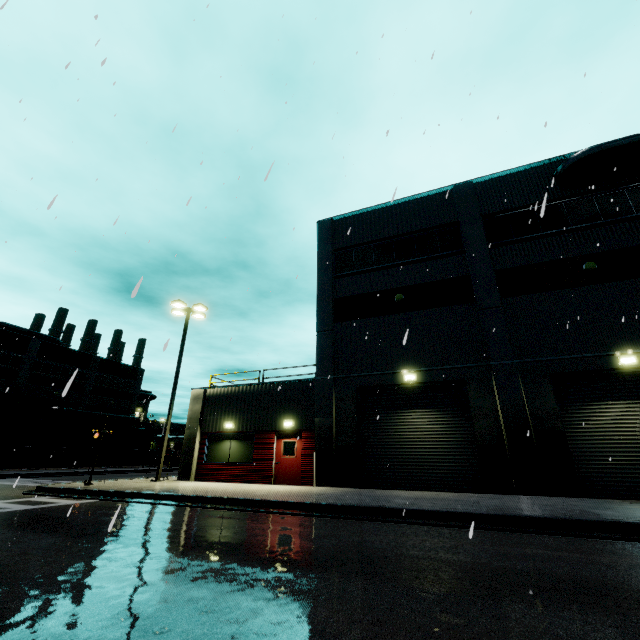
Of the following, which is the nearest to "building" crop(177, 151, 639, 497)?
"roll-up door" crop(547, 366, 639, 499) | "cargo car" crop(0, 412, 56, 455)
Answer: "roll-up door" crop(547, 366, 639, 499)

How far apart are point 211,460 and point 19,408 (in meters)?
37.31

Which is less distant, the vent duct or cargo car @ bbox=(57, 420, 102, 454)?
the vent duct

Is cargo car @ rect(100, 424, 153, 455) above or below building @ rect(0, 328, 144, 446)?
below

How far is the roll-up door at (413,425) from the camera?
13.1 meters

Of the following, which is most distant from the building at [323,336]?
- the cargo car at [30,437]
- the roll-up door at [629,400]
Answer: the cargo car at [30,437]

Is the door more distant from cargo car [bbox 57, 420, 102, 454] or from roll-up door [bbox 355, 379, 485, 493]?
cargo car [bbox 57, 420, 102, 454]

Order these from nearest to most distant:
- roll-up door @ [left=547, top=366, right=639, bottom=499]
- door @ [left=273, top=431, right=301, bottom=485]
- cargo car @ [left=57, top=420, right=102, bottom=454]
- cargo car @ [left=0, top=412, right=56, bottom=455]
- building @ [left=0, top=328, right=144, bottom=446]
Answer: roll-up door @ [left=547, top=366, right=639, bottom=499] < door @ [left=273, top=431, right=301, bottom=485] < cargo car @ [left=0, top=412, right=56, bottom=455] < building @ [left=0, top=328, right=144, bottom=446] < cargo car @ [left=57, top=420, right=102, bottom=454]
